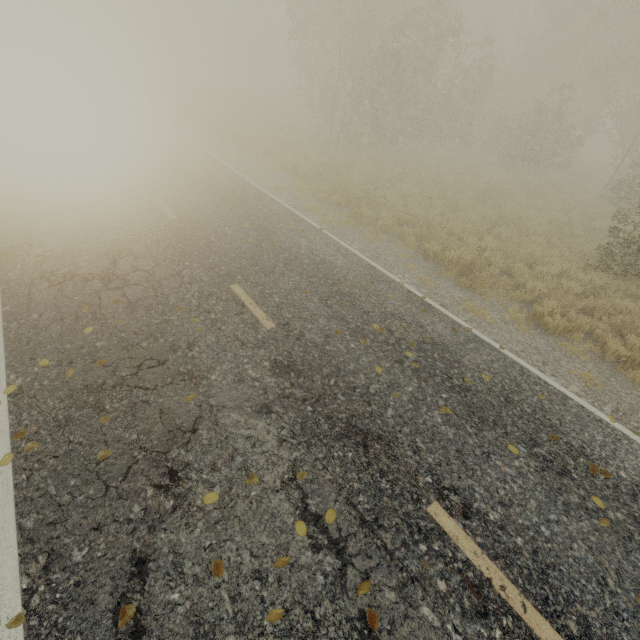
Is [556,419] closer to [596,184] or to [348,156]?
[348,156]

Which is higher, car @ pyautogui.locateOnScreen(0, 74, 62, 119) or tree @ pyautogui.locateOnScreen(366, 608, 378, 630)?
car @ pyautogui.locateOnScreen(0, 74, 62, 119)

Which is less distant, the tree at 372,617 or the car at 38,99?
the tree at 372,617

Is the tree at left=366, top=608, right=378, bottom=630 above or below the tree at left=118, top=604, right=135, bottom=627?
above

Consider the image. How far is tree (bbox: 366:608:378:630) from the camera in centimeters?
277cm

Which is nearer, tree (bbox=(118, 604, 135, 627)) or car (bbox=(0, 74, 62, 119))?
tree (bbox=(118, 604, 135, 627))
